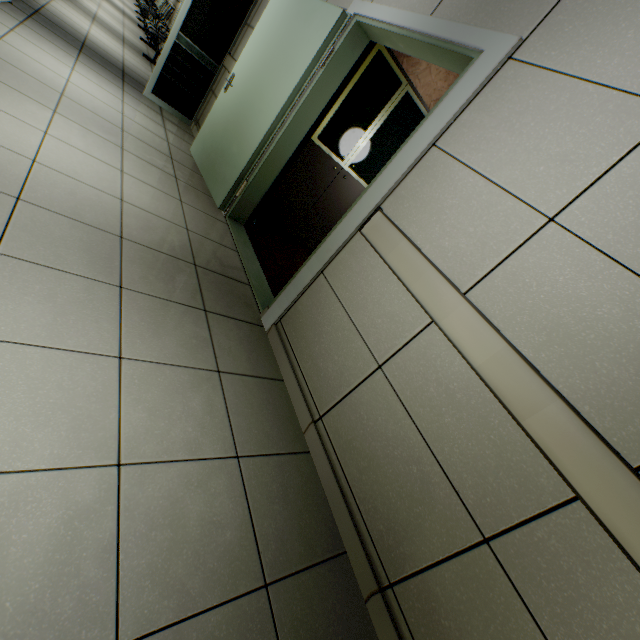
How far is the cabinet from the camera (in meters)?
3.23

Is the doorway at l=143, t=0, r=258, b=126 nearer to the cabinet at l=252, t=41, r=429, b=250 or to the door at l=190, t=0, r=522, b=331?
the door at l=190, t=0, r=522, b=331

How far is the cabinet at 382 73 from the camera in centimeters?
323cm

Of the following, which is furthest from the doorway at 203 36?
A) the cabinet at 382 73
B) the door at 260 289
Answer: the cabinet at 382 73

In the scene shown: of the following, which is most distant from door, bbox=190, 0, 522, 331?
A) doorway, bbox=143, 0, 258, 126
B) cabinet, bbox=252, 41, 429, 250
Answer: doorway, bbox=143, 0, 258, 126

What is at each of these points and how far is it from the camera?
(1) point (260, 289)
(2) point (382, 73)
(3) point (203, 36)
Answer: (1) door, 2.8m
(2) cabinet, 3.2m
(3) doorway, 4.5m
